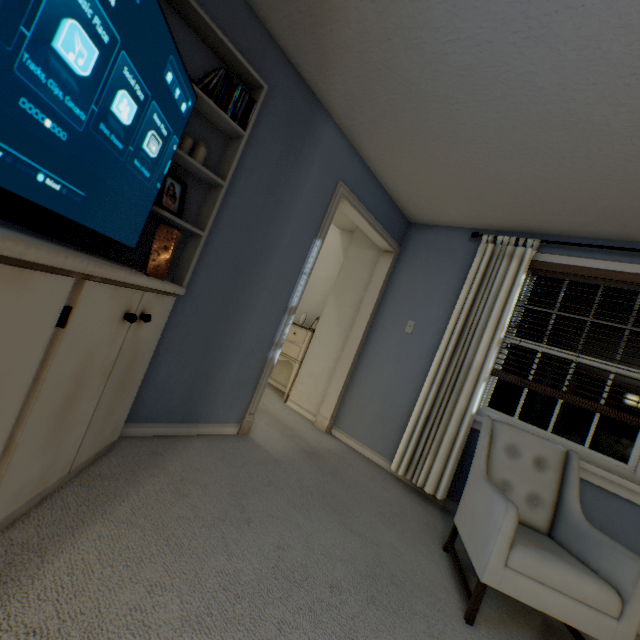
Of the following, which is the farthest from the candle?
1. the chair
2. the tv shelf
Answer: the chair

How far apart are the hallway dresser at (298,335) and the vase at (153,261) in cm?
255

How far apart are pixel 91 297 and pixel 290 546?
1.4 meters

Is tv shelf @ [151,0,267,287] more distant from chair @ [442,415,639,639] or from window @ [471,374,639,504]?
window @ [471,374,639,504]

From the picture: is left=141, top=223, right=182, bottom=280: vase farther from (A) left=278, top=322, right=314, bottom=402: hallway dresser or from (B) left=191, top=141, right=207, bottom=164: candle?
(A) left=278, top=322, right=314, bottom=402: hallway dresser

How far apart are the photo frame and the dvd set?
0.4 meters

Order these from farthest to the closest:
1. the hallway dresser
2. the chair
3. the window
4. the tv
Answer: the hallway dresser
the window
the chair
the tv

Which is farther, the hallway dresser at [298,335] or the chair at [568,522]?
the hallway dresser at [298,335]
